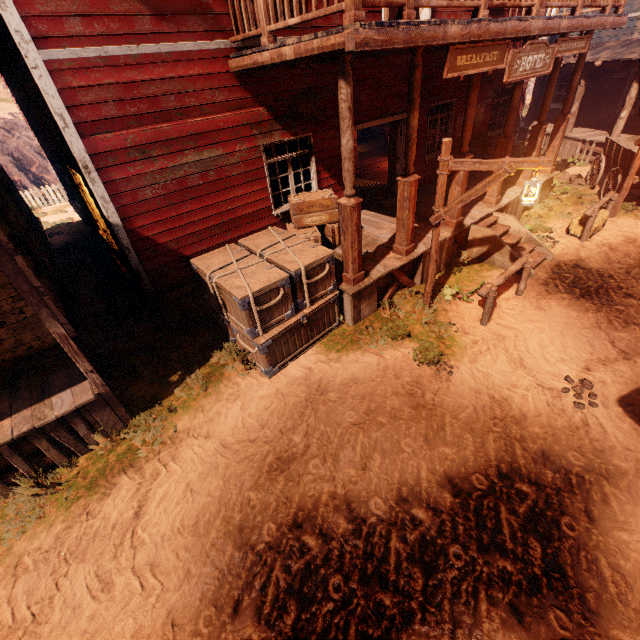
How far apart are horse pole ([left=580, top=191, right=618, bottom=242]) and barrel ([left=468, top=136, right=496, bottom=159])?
3.3 meters

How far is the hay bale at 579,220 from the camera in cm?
896

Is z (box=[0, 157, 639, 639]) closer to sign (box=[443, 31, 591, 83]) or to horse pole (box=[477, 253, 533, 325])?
horse pole (box=[477, 253, 533, 325])

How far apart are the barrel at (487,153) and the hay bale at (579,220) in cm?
309

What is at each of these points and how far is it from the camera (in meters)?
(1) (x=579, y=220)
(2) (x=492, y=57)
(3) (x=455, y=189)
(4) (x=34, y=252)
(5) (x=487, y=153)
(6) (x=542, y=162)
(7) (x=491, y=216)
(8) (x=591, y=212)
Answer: (1) hay bale, 8.97
(2) sign, 5.64
(3) building, 7.70
(4) stove, 5.52
(5) barrel, 11.14
(6) light pole, 4.95
(7) building, 8.90
(8) horse pole, 8.43

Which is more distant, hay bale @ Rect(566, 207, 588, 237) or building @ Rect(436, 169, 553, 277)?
hay bale @ Rect(566, 207, 588, 237)

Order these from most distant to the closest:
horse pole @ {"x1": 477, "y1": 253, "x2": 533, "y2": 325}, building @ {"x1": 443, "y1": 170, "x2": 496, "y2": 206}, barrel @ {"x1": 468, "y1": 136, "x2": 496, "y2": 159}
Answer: barrel @ {"x1": 468, "y1": 136, "x2": 496, "y2": 159}, building @ {"x1": 443, "y1": 170, "x2": 496, "y2": 206}, horse pole @ {"x1": 477, "y1": 253, "x2": 533, "y2": 325}

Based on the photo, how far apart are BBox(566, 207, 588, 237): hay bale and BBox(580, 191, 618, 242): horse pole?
0.1m
